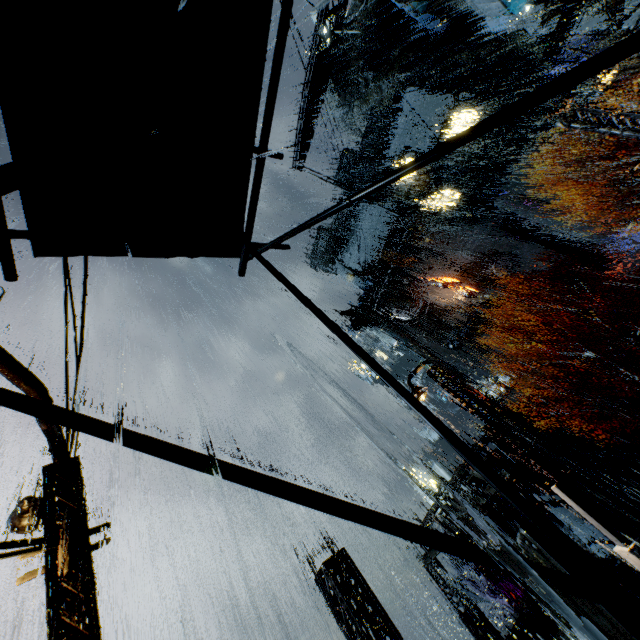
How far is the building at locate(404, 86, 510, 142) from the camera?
36.38m

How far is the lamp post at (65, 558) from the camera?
5.7m

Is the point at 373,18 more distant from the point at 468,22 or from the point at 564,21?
the point at 564,21

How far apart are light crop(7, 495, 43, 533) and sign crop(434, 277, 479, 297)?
41.2 meters

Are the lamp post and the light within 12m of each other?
yes

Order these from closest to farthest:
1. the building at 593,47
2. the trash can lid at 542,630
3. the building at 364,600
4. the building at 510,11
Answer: the building at 364,600, the trash can lid at 542,630, the building at 510,11, the building at 593,47

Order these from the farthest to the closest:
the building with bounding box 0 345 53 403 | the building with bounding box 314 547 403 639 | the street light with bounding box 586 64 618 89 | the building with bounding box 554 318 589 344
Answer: the building with bounding box 554 318 589 344 < the street light with bounding box 586 64 618 89 < the building with bounding box 314 547 403 639 < the building with bounding box 0 345 53 403

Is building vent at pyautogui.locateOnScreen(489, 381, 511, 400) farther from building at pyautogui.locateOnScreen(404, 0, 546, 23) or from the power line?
the power line
